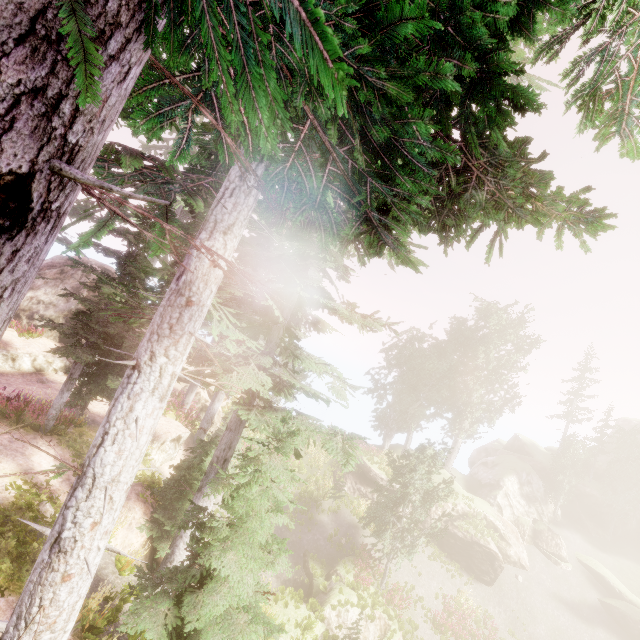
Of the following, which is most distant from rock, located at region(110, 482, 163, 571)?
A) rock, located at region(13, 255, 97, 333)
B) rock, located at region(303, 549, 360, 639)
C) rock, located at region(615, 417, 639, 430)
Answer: rock, located at region(615, 417, 639, 430)

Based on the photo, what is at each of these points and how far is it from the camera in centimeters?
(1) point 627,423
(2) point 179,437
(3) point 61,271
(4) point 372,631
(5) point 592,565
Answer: (1) rock, 4756cm
(2) rock, 1772cm
(3) rock, 2392cm
(4) rock, 1625cm
(5) rock, 2891cm

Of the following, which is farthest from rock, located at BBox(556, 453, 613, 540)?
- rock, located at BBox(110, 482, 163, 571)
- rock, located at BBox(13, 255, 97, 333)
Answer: rock, located at BBox(110, 482, 163, 571)

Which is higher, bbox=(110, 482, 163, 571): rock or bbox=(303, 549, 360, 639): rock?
bbox=(110, 482, 163, 571): rock

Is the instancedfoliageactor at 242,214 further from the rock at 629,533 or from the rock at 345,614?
the rock at 345,614

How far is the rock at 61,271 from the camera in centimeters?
2152cm

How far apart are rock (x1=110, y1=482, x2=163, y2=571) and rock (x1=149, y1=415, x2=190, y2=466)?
4.09m

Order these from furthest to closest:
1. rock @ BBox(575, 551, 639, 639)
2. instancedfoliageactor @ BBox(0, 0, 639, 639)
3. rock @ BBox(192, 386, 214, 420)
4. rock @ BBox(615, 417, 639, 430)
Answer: rock @ BBox(615, 417, 639, 430) → rock @ BBox(575, 551, 639, 639) → rock @ BBox(192, 386, 214, 420) → instancedfoliageactor @ BBox(0, 0, 639, 639)
